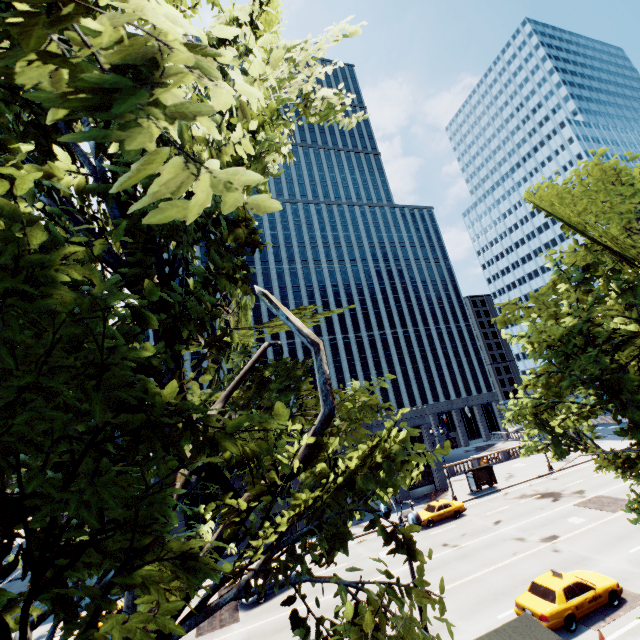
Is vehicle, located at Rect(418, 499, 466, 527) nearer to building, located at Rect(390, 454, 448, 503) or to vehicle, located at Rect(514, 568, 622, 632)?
building, located at Rect(390, 454, 448, 503)

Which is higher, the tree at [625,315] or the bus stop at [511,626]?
the tree at [625,315]

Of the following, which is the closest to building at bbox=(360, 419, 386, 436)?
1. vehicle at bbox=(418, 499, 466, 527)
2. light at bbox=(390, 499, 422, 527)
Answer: vehicle at bbox=(418, 499, 466, 527)

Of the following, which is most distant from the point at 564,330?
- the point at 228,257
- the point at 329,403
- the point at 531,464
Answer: the point at 531,464

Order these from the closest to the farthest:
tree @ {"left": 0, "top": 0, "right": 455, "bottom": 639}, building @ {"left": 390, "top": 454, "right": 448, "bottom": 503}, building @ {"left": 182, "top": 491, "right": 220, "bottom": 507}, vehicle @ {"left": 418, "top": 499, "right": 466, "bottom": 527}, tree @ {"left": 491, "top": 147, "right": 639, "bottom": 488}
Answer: tree @ {"left": 0, "top": 0, "right": 455, "bottom": 639}
tree @ {"left": 491, "top": 147, "right": 639, "bottom": 488}
vehicle @ {"left": 418, "top": 499, "right": 466, "bottom": 527}
building @ {"left": 182, "top": 491, "right": 220, "bottom": 507}
building @ {"left": 390, "top": 454, "right": 448, "bottom": 503}

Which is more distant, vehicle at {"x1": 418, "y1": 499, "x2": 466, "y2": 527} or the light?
vehicle at {"x1": 418, "y1": 499, "x2": 466, "y2": 527}

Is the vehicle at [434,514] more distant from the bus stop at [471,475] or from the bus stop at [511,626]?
the bus stop at [511,626]

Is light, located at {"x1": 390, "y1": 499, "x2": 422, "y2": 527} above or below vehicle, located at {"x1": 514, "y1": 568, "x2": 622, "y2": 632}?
above
